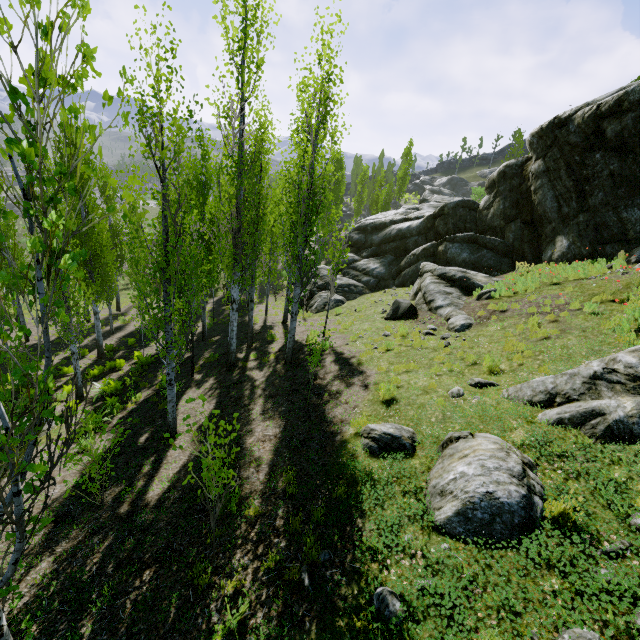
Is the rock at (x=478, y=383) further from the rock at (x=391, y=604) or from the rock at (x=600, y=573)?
the rock at (x=391, y=604)

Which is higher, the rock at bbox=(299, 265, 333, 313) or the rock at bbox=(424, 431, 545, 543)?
the rock at bbox=(424, 431, 545, 543)

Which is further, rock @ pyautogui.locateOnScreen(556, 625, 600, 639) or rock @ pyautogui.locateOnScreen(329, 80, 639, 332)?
rock @ pyautogui.locateOnScreen(329, 80, 639, 332)

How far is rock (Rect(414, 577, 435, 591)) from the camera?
3.8m

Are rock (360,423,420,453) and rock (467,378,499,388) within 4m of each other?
yes

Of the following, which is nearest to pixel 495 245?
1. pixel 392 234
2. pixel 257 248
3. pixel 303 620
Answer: pixel 392 234

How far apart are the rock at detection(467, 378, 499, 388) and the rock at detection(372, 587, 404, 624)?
5.0m

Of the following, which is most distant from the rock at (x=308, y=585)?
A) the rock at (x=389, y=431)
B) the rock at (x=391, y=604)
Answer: the rock at (x=389, y=431)
